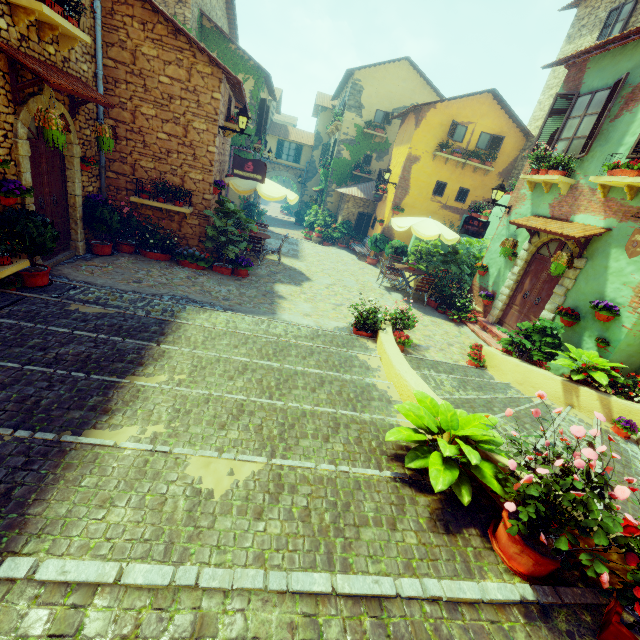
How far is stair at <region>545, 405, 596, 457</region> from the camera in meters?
4.9

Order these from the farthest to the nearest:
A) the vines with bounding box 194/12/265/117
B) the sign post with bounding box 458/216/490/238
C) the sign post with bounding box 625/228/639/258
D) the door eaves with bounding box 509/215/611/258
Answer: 1. the vines with bounding box 194/12/265/117
2. the sign post with bounding box 458/216/490/238
3. the door eaves with bounding box 509/215/611/258
4. the sign post with bounding box 625/228/639/258

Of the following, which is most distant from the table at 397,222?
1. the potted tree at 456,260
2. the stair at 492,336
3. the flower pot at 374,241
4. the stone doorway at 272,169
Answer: the stone doorway at 272,169

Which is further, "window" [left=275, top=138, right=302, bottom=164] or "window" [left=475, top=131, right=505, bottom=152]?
"window" [left=275, top=138, right=302, bottom=164]

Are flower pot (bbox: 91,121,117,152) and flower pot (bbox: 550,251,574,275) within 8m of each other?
no

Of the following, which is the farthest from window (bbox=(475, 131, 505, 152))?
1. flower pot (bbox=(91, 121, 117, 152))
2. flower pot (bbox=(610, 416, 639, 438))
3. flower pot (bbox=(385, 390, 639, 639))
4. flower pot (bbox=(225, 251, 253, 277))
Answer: flower pot (bbox=(385, 390, 639, 639))

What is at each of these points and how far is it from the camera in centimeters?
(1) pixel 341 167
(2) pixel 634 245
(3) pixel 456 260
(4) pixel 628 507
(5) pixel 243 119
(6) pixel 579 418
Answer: (1) vines, 2078cm
(2) sign post, 583cm
(3) potted tree, 1186cm
(4) stair, 385cm
(5) street light, 857cm
(6) stair, 576cm

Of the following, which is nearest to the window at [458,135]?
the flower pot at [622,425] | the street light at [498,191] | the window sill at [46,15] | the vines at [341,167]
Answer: the vines at [341,167]
